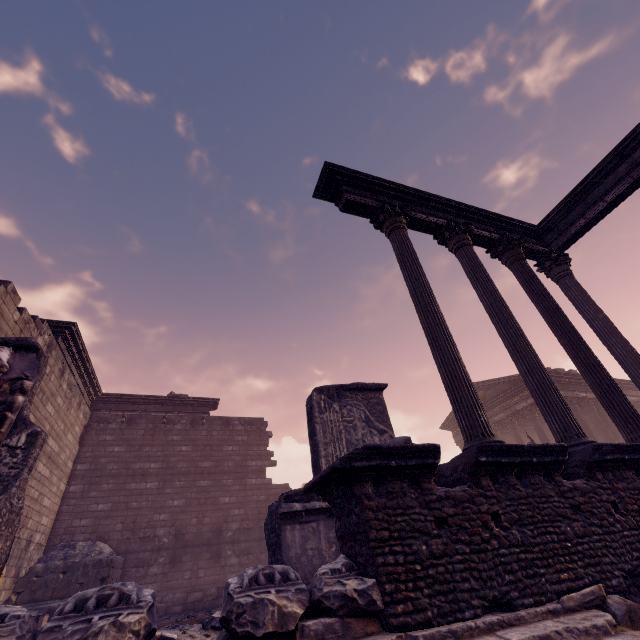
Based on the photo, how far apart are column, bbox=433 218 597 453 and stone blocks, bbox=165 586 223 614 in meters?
10.7 m

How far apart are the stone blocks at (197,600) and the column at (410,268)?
10.41m

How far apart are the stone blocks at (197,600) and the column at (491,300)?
10.68m

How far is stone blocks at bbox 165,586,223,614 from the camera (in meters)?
10.36

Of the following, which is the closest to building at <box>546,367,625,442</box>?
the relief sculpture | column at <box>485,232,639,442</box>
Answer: column at <box>485,232,639,442</box>

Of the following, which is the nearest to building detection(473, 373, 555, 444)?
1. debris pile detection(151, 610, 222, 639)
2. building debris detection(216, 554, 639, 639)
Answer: building debris detection(216, 554, 639, 639)

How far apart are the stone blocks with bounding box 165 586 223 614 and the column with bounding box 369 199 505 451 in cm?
1041

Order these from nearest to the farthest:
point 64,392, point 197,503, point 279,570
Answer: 1. point 279,570
2. point 64,392
3. point 197,503
